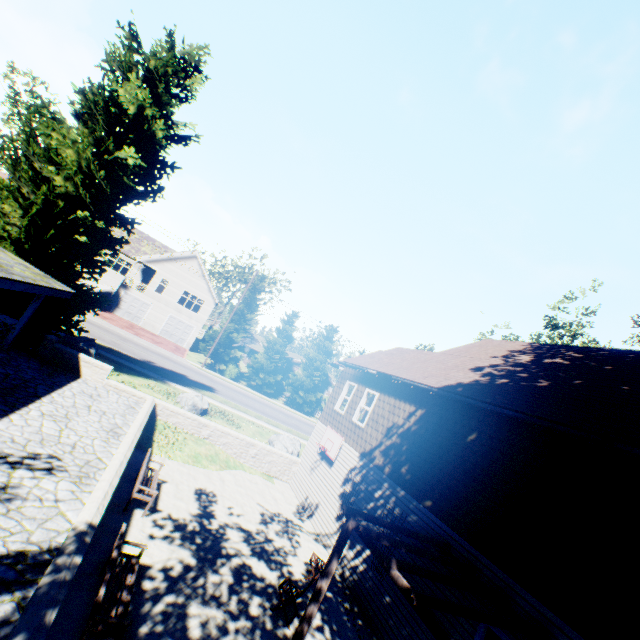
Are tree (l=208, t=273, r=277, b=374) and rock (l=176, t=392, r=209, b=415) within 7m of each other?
no

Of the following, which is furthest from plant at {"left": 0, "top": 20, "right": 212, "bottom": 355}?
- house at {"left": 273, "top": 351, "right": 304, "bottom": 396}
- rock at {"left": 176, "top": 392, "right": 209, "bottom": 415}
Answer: house at {"left": 273, "top": 351, "right": 304, "bottom": 396}

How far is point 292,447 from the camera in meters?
18.7

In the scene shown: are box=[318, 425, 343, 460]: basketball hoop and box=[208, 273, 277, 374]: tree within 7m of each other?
no

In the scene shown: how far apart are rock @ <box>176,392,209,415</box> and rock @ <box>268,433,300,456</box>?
4.0m

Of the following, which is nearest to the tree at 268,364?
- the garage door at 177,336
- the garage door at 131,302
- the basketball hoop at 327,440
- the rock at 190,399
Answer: the garage door at 177,336

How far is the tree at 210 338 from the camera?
35.5 meters

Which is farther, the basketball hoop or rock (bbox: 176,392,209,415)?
rock (bbox: 176,392,209,415)
